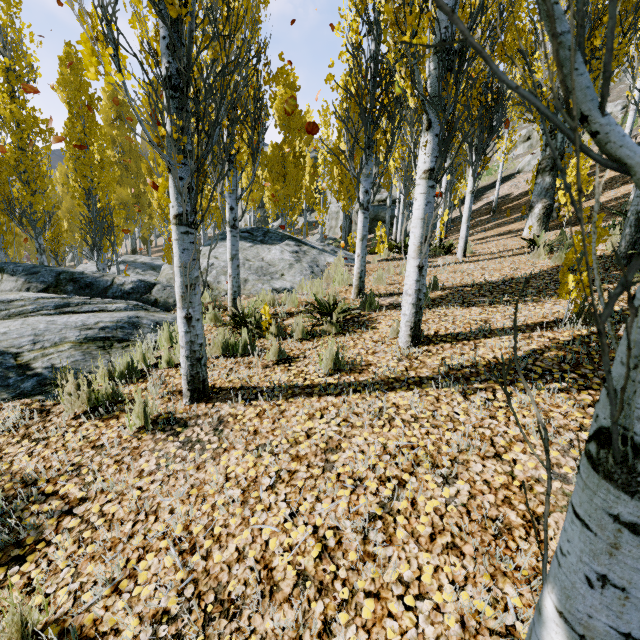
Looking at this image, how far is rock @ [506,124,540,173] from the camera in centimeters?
2269cm

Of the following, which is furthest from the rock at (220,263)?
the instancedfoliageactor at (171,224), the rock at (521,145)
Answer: the rock at (521,145)

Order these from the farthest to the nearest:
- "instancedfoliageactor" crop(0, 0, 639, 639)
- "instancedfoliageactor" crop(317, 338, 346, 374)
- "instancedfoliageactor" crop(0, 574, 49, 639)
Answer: "instancedfoliageactor" crop(317, 338, 346, 374)
"instancedfoliageactor" crop(0, 574, 49, 639)
"instancedfoliageactor" crop(0, 0, 639, 639)

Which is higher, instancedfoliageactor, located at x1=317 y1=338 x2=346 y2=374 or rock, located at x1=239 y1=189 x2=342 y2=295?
rock, located at x1=239 y1=189 x2=342 y2=295

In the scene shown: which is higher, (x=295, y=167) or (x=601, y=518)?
(x=295, y=167)

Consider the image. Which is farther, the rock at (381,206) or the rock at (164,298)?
the rock at (381,206)

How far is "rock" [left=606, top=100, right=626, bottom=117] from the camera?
22.47m

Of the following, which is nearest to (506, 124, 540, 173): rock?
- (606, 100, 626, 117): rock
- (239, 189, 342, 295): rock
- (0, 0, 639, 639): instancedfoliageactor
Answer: (0, 0, 639, 639): instancedfoliageactor
